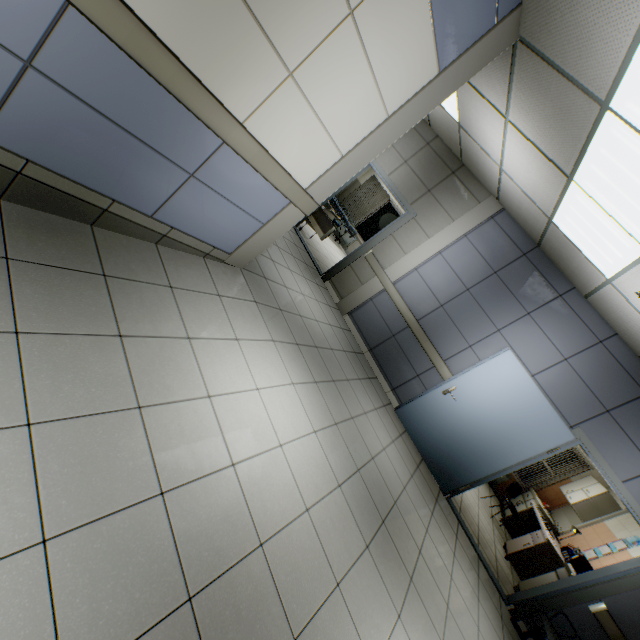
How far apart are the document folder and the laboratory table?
1.4m

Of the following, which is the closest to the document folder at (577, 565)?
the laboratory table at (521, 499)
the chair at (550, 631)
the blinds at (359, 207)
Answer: the laboratory table at (521, 499)

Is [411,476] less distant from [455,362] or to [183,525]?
[455,362]

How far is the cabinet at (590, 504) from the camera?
6.88m

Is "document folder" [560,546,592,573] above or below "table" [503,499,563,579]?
above

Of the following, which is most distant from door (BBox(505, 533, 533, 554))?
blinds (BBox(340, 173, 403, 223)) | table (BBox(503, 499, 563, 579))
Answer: blinds (BBox(340, 173, 403, 223))

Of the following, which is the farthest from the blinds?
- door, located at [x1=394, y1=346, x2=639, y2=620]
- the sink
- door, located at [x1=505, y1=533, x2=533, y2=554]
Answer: the sink

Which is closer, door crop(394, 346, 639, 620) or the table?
door crop(394, 346, 639, 620)
